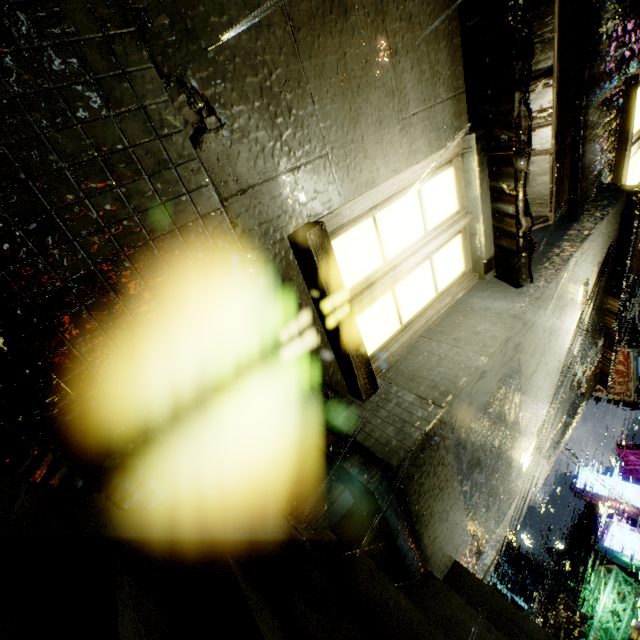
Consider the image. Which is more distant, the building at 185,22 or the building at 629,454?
the building at 629,454

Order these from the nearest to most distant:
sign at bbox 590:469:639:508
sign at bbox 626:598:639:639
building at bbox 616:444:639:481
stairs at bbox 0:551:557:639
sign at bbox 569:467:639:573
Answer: stairs at bbox 0:551:557:639 → sign at bbox 626:598:639:639 → sign at bbox 569:467:639:573 → sign at bbox 590:469:639:508 → building at bbox 616:444:639:481

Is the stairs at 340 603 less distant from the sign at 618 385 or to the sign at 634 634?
the sign at 618 385

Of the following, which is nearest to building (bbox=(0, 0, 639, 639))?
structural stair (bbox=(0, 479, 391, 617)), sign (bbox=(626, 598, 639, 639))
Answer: structural stair (bbox=(0, 479, 391, 617))

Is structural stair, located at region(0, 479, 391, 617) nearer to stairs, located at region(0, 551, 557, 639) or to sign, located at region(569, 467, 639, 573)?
stairs, located at region(0, 551, 557, 639)

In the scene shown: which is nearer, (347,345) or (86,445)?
(86,445)

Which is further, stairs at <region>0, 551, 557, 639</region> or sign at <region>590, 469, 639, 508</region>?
sign at <region>590, 469, 639, 508</region>

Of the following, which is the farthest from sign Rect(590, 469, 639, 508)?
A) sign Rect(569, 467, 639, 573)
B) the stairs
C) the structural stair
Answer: the stairs
